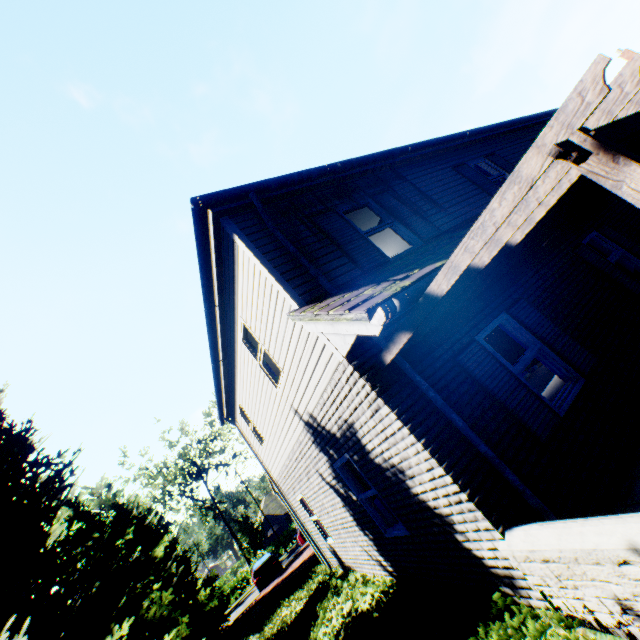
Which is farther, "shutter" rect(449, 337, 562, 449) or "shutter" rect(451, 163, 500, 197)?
"shutter" rect(451, 163, 500, 197)

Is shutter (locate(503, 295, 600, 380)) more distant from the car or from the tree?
the car

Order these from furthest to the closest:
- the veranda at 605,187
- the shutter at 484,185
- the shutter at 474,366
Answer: the shutter at 484,185 < the shutter at 474,366 < the veranda at 605,187

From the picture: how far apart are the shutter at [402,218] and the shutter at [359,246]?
0.99m

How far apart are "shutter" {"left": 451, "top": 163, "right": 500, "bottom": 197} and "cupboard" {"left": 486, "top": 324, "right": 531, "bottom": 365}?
3.8 meters

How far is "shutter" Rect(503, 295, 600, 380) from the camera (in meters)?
5.26

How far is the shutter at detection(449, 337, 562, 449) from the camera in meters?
4.4

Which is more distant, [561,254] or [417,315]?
[561,254]
